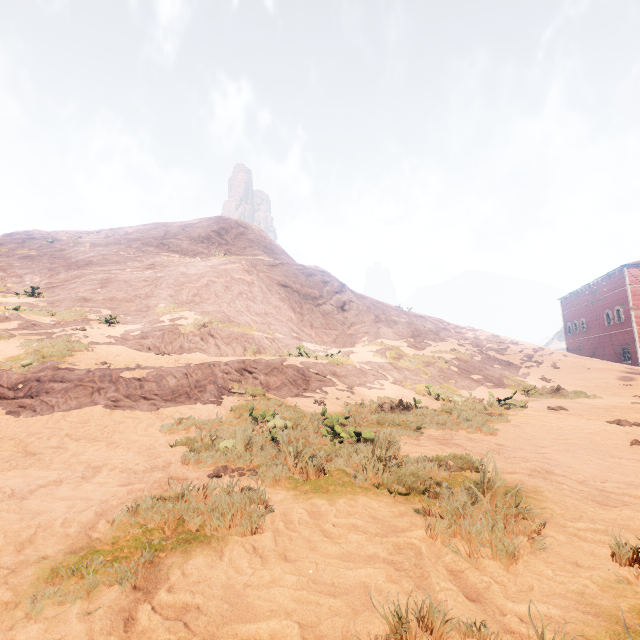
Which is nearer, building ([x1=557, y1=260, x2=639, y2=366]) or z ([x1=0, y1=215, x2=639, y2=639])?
z ([x1=0, y1=215, x2=639, y2=639])

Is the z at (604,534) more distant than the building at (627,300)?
No

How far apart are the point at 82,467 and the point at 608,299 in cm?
4510
